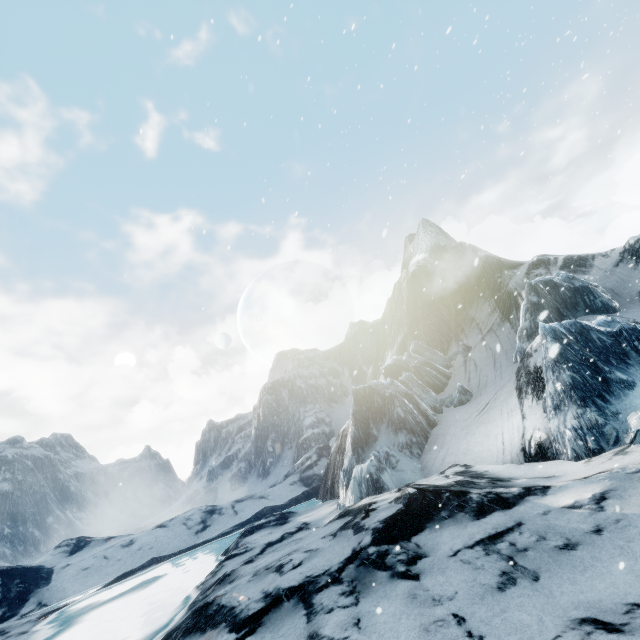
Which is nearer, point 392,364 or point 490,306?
point 392,364
